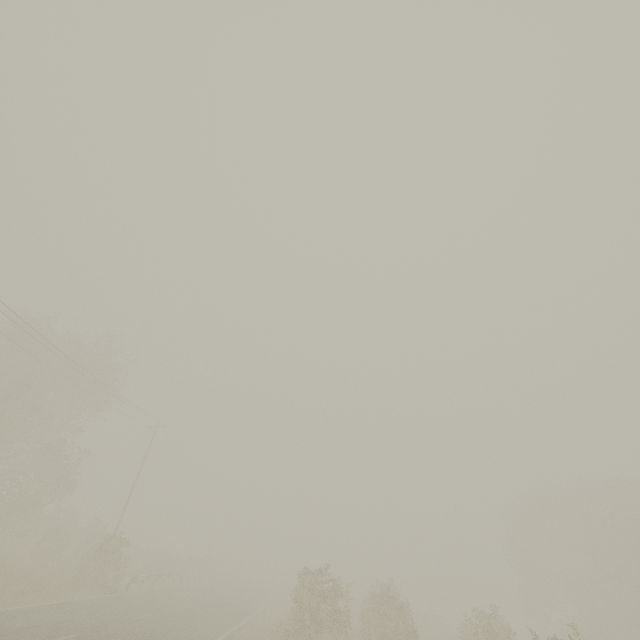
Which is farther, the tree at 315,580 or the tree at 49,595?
the tree at 315,580

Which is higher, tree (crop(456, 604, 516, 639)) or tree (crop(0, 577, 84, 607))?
tree (crop(456, 604, 516, 639))

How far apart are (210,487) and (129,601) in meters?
39.8

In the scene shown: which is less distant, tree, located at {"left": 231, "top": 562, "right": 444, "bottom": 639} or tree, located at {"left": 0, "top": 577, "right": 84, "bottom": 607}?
tree, located at {"left": 0, "top": 577, "right": 84, "bottom": 607}
